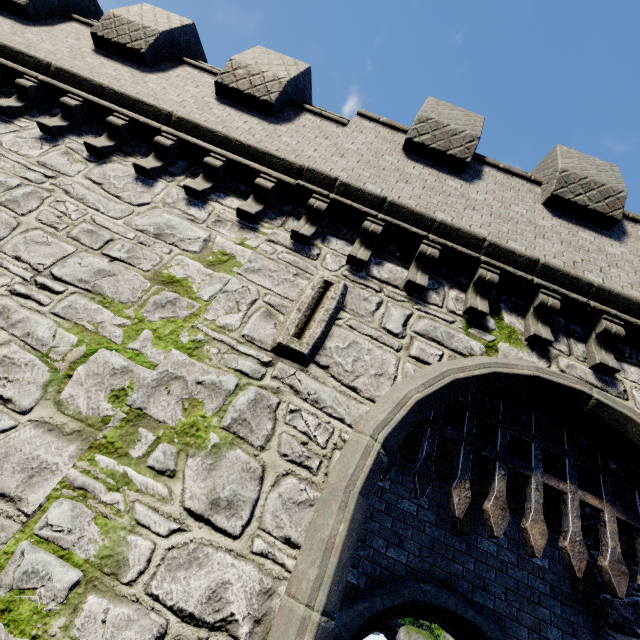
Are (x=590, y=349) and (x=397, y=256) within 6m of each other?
yes

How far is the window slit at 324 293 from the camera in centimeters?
401cm

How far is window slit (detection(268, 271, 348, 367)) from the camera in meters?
4.0 m
